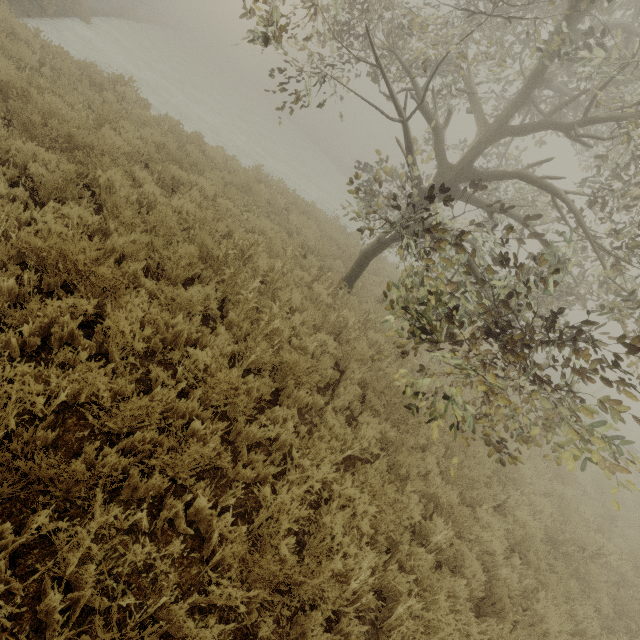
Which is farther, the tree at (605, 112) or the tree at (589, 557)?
the tree at (589, 557)

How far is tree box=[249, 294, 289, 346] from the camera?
5.1m

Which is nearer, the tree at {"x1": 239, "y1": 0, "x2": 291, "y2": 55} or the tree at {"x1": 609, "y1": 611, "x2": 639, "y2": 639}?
the tree at {"x1": 239, "y1": 0, "x2": 291, "y2": 55}

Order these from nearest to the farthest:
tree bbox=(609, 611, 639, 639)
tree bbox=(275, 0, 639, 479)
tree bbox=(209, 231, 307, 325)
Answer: tree bbox=(275, 0, 639, 479), tree bbox=(609, 611, 639, 639), tree bbox=(209, 231, 307, 325)

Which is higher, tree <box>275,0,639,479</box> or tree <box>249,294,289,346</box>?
tree <box>275,0,639,479</box>

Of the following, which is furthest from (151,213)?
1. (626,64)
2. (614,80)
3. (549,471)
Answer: (549,471)

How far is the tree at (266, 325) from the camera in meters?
5.1
